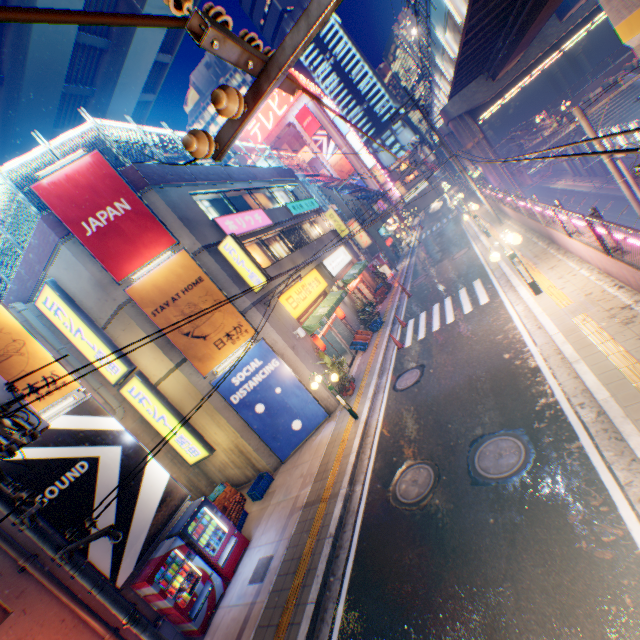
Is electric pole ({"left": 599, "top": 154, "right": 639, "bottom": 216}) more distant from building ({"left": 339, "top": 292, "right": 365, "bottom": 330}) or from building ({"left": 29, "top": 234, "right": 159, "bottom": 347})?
building ({"left": 29, "top": 234, "right": 159, "bottom": 347})

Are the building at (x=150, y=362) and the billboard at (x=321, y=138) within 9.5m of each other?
no

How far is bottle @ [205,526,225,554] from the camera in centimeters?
920cm

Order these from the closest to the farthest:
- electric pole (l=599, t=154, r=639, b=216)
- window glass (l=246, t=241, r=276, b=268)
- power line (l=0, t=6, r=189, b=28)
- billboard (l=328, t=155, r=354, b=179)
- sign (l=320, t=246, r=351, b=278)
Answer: power line (l=0, t=6, r=189, b=28) < electric pole (l=599, t=154, r=639, b=216) < window glass (l=246, t=241, r=276, b=268) < sign (l=320, t=246, r=351, b=278) < billboard (l=328, t=155, r=354, b=179)

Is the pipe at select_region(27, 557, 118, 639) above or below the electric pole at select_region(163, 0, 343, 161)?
below

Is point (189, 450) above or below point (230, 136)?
below

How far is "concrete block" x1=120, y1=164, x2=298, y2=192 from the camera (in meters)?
12.42

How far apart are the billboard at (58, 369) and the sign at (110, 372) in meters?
3.1
